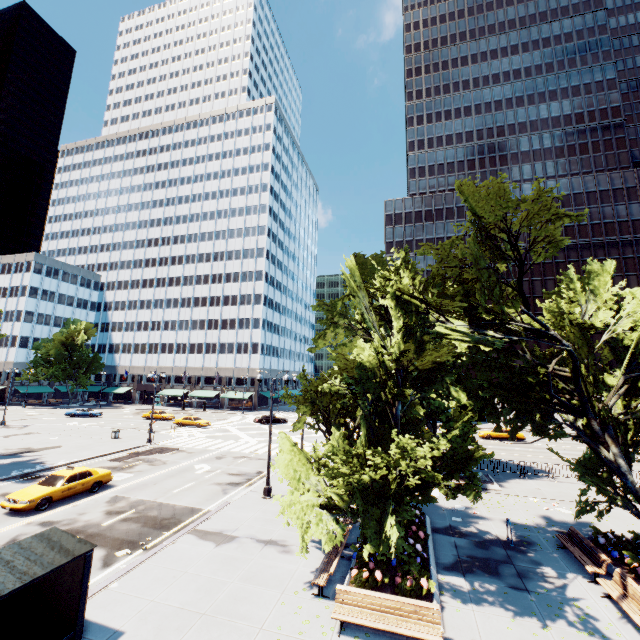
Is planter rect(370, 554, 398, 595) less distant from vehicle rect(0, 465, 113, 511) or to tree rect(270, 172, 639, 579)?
tree rect(270, 172, 639, 579)

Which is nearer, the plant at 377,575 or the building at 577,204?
the plant at 377,575

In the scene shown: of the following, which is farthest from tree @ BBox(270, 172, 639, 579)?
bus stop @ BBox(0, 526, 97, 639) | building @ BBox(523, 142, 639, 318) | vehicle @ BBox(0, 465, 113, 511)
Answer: building @ BBox(523, 142, 639, 318)

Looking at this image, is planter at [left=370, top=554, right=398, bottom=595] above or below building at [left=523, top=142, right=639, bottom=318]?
below

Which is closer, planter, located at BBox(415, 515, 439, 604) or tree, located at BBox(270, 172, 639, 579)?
planter, located at BBox(415, 515, 439, 604)

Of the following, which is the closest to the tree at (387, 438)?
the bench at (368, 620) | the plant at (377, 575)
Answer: the plant at (377, 575)

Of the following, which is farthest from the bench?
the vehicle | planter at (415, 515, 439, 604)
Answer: the vehicle

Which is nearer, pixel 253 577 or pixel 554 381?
pixel 253 577
